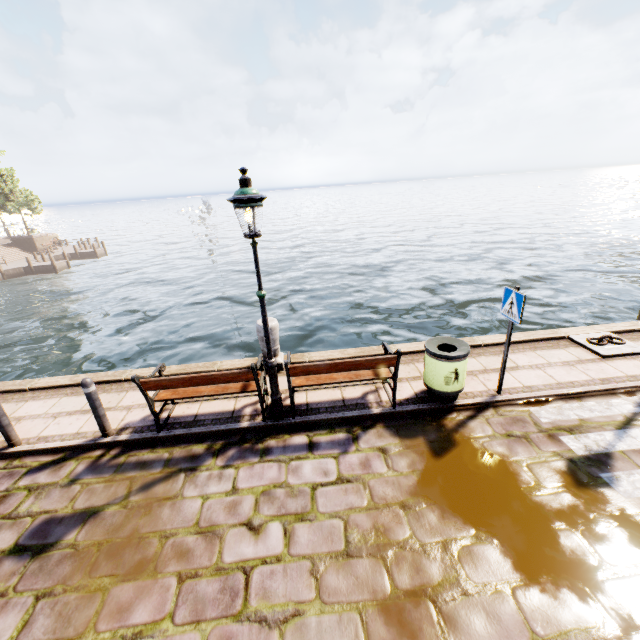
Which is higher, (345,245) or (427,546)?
(427,546)

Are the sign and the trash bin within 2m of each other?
yes

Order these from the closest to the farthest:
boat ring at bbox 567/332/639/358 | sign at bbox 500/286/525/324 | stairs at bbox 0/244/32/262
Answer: sign at bbox 500/286/525/324 < boat ring at bbox 567/332/639/358 < stairs at bbox 0/244/32/262

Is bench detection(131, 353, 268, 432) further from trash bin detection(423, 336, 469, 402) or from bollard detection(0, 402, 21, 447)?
trash bin detection(423, 336, 469, 402)

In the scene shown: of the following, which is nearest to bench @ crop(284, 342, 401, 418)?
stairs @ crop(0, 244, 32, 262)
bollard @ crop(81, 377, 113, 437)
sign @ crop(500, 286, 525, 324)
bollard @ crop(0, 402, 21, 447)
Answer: sign @ crop(500, 286, 525, 324)

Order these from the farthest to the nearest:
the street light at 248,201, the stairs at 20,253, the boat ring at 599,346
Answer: the stairs at 20,253, the boat ring at 599,346, the street light at 248,201

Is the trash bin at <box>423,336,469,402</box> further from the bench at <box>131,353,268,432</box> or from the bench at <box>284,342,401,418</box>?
the bench at <box>131,353,268,432</box>

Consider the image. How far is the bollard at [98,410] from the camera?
5.0 meters
